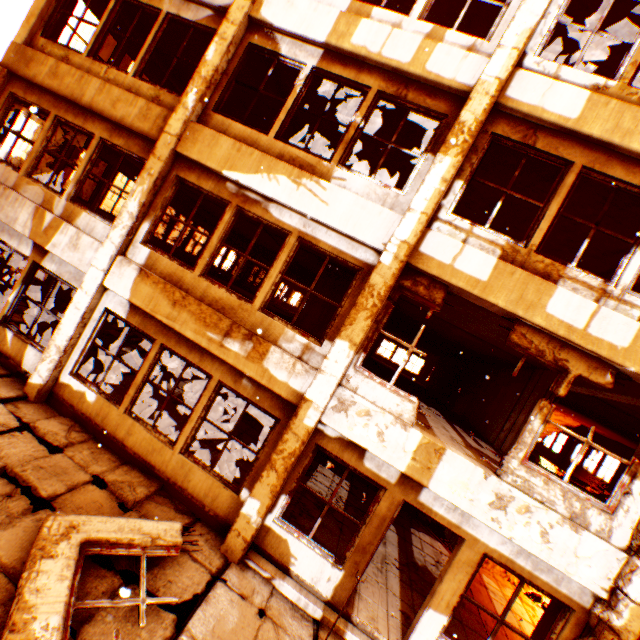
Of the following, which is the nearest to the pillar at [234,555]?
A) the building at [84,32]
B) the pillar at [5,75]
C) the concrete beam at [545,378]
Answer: the concrete beam at [545,378]

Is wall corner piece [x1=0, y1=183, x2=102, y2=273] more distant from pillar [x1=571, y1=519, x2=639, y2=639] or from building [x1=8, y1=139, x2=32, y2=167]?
building [x1=8, y1=139, x2=32, y2=167]

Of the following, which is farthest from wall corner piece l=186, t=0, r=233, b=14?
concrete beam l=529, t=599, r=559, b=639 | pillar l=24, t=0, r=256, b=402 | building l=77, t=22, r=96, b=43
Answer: concrete beam l=529, t=599, r=559, b=639

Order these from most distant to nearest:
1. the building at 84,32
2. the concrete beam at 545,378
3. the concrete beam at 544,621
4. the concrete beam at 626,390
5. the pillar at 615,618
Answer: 1. the building at 84,32
2. the concrete beam at 545,378
3. the concrete beam at 626,390
4. the concrete beam at 544,621
5. the pillar at 615,618

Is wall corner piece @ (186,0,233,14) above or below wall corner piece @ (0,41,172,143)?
above

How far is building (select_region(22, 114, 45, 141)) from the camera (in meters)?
50.22

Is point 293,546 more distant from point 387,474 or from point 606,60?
point 606,60

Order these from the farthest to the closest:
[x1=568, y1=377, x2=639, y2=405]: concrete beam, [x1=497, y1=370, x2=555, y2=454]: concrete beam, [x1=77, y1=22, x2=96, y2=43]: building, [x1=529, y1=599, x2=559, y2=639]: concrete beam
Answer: [x1=77, y1=22, x2=96, y2=43]: building < [x1=497, y1=370, x2=555, y2=454]: concrete beam < [x1=568, y1=377, x2=639, y2=405]: concrete beam < [x1=529, y1=599, x2=559, y2=639]: concrete beam
